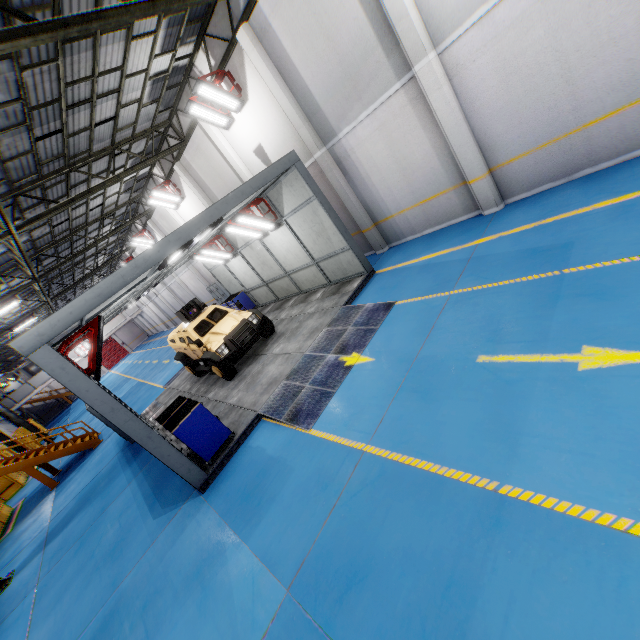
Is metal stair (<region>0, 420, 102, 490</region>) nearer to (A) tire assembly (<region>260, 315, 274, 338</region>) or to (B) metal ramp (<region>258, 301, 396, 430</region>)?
(A) tire assembly (<region>260, 315, 274, 338</region>)

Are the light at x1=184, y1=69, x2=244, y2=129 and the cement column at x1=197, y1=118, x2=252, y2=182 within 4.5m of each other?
yes

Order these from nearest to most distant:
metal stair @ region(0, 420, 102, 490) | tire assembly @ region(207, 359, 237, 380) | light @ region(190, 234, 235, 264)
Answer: tire assembly @ region(207, 359, 237, 380)
light @ region(190, 234, 235, 264)
metal stair @ region(0, 420, 102, 490)

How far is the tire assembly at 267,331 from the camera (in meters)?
11.31

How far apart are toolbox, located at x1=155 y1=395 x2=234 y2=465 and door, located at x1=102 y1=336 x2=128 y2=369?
51.52m

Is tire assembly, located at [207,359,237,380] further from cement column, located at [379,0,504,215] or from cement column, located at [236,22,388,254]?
cement column, located at [379,0,504,215]

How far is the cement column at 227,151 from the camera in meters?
12.6 m

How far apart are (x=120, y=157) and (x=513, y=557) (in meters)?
17.93
